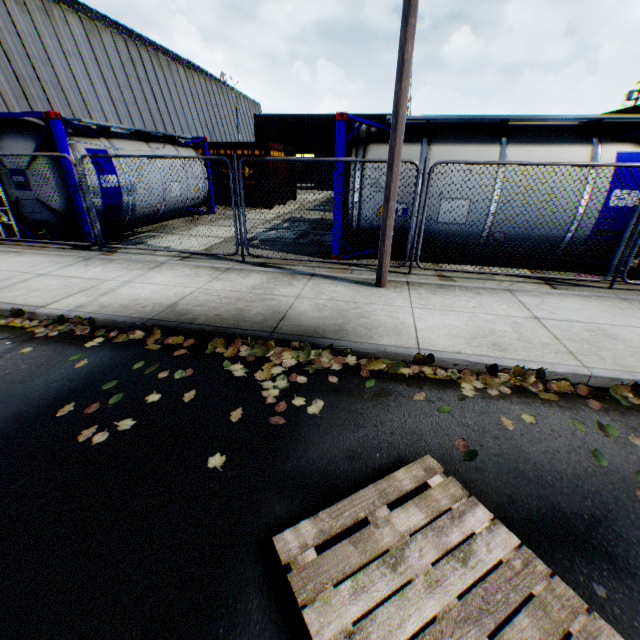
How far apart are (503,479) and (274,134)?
32.0 meters

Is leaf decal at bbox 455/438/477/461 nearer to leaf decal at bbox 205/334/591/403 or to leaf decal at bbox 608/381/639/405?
leaf decal at bbox 205/334/591/403

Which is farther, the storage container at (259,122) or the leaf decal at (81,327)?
the storage container at (259,122)

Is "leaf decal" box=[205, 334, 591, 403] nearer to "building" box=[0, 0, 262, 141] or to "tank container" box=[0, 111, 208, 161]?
"tank container" box=[0, 111, 208, 161]

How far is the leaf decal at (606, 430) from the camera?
3.0 meters

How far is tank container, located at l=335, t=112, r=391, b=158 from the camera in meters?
6.5

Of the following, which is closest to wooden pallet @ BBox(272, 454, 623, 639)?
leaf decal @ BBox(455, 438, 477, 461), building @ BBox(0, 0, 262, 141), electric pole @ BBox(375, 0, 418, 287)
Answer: leaf decal @ BBox(455, 438, 477, 461)

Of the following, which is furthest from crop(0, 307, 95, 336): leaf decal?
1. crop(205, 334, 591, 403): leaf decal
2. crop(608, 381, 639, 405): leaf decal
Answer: crop(608, 381, 639, 405): leaf decal
